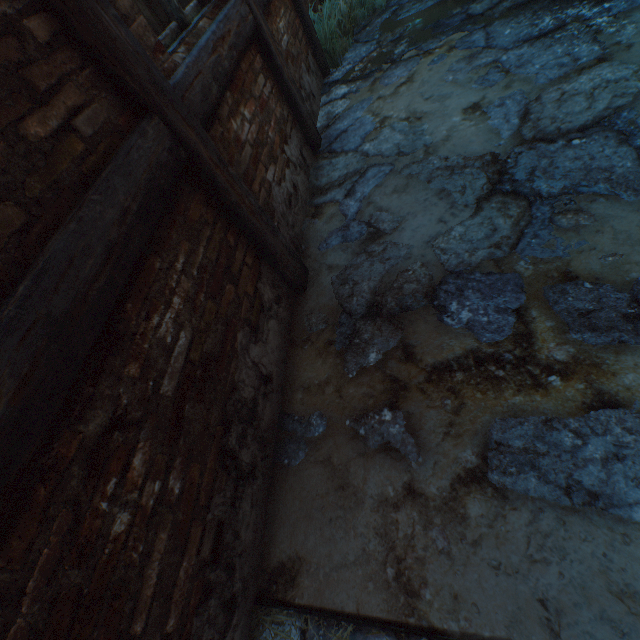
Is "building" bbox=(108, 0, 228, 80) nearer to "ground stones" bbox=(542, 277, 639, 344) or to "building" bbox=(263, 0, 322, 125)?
"building" bbox=(263, 0, 322, 125)

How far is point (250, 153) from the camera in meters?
2.4 m

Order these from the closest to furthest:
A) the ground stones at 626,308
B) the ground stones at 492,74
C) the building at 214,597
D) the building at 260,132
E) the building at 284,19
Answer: the building at 214,597
the ground stones at 626,308
the building at 260,132
the ground stones at 492,74
the building at 284,19

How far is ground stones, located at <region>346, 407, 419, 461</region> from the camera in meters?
1.6

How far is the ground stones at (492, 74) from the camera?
2.8 meters

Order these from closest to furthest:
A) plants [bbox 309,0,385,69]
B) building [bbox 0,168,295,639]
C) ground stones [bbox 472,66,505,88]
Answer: building [bbox 0,168,295,639]
ground stones [bbox 472,66,505,88]
plants [bbox 309,0,385,69]

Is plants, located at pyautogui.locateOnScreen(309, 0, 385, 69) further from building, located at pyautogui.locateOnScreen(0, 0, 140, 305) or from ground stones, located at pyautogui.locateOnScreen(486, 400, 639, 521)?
building, located at pyautogui.locateOnScreen(0, 0, 140, 305)

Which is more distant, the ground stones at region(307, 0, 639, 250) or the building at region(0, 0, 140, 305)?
the ground stones at region(307, 0, 639, 250)
